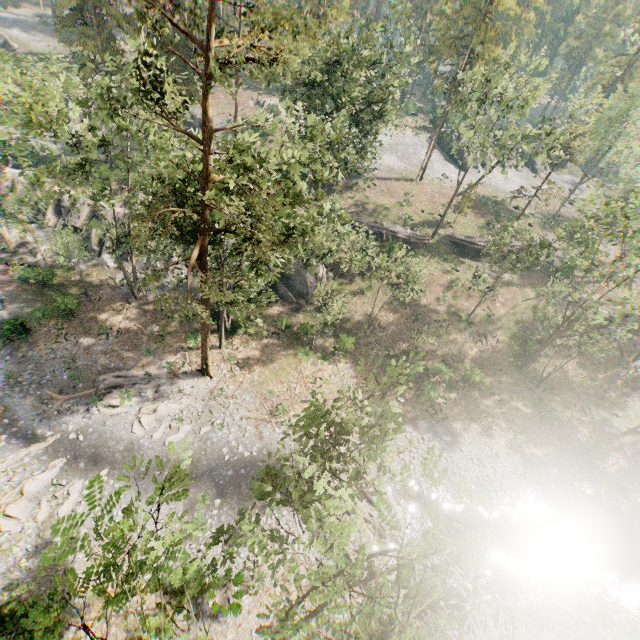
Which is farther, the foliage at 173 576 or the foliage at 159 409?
the foliage at 159 409

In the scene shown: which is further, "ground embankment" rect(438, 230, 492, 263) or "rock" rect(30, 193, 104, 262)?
"ground embankment" rect(438, 230, 492, 263)

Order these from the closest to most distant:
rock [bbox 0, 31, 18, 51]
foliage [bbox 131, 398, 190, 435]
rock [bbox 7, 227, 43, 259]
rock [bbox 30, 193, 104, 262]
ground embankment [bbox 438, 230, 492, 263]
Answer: foliage [bbox 131, 398, 190, 435] < rock [bbox 7, 227, 43, 259] < rock [bbox 30, 193, 104, 262] < ground embankment [bbox 438, 230, 492, 263] < rock [bbox 0, 31, 18, 51]

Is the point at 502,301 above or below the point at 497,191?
below

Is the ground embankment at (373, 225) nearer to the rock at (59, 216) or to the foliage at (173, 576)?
the rock at (59, 216)

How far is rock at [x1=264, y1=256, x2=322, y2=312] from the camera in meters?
32.7 m
